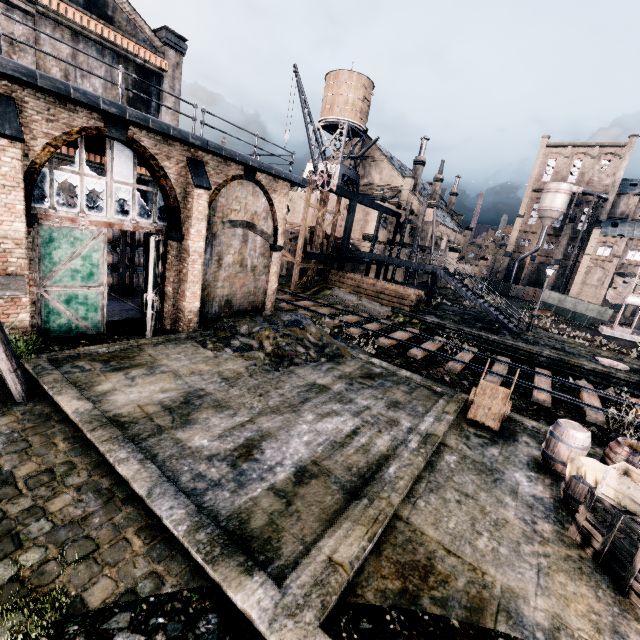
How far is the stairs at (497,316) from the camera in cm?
2576

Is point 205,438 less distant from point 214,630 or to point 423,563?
point 214,630

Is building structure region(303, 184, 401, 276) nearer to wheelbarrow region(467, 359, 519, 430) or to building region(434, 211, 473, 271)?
building region(434, 211, 473, 271)

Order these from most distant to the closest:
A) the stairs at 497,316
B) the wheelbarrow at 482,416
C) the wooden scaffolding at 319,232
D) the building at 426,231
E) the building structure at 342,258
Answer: the building at 426,231
the building structure at 342,258
the wooden scaffolding at 319,232
the stairs at 497,316
the wheelbarrow at 482,416

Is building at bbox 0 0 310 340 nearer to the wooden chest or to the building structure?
the building structure

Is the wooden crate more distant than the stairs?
No

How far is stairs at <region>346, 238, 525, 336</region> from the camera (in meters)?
25.76

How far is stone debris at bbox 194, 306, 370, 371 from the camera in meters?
13.2 m
